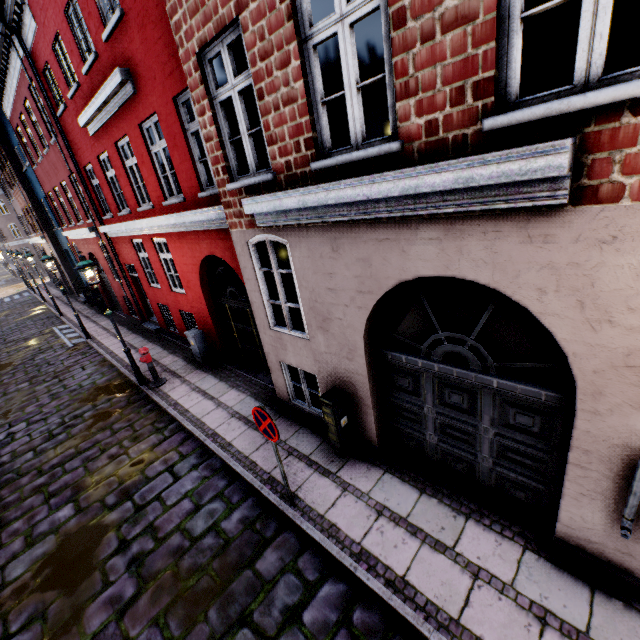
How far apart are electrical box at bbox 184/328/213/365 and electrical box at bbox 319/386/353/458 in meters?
5.6

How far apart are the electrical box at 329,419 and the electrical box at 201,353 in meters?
5.6 m

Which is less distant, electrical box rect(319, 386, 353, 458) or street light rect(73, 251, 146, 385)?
electrical box rect(319, 386, 353, 458)

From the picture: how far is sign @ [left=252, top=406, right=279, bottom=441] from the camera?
4.2 meters

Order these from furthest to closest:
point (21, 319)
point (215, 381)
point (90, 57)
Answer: point (21, 319) → point (215, 381) → point (90, 57)

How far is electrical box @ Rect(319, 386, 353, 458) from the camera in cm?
525

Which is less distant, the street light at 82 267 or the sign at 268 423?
the sign at 268 423

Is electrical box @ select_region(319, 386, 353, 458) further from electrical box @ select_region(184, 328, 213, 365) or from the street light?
electrical box @ select_region(184, 328, 213, 365)
